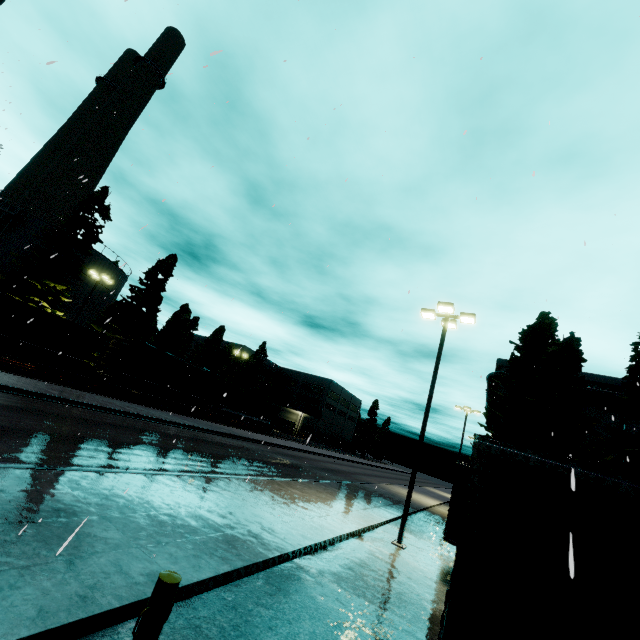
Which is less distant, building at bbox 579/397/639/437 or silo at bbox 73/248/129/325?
building at bbox 579/397/639/437

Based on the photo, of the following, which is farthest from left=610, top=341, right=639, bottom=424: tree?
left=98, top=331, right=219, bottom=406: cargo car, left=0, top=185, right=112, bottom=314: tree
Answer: left=0, top=185, right=112, bottom=314: tree

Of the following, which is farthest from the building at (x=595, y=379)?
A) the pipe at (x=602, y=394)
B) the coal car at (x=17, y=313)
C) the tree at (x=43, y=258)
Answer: the coal car at (x=17, y=313)

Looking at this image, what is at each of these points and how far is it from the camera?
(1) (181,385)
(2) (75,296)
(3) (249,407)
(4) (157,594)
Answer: (1) cargo car, 32.38m
(2) silo, 36.44m
(3) cargo container, 42.03m
(4) post, 2.89m

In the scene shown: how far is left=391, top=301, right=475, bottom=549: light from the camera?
12.55m

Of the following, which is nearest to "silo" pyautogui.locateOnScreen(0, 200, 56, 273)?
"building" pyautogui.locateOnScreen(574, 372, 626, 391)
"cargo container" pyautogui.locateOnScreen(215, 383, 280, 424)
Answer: "building" pyautogui.locateOnScreen(574, 372, 626, 391)

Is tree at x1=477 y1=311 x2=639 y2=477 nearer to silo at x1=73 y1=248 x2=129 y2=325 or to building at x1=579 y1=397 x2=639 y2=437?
building at x1=579 y1=397 x2=639 y2=437

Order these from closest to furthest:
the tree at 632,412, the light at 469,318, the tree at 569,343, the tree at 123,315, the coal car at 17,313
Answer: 1. the light at 469,318
2. the tree at 632,412
3. the tree at 569,343
4. the coal car at 17,313
5. the tree at 123,315
